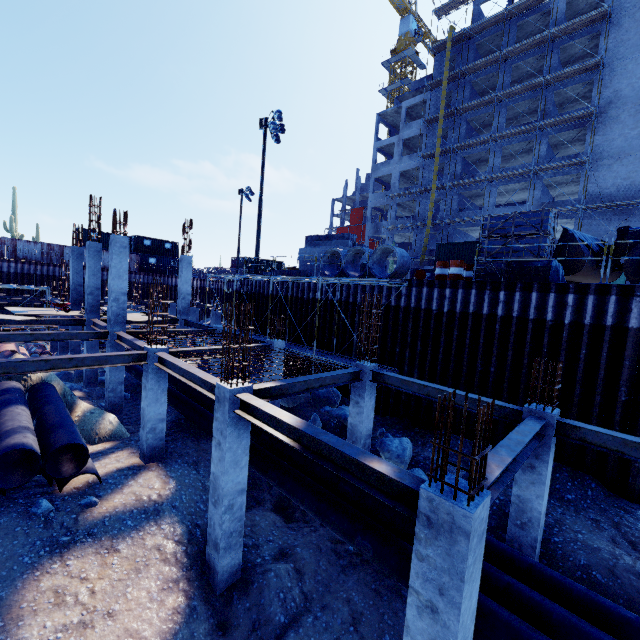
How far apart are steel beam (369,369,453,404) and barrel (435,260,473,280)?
5.8 meters

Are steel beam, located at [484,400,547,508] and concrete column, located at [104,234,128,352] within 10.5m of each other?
no

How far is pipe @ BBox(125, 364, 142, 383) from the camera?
17.39m

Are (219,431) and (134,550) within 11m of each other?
yes

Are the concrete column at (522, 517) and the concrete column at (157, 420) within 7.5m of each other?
no

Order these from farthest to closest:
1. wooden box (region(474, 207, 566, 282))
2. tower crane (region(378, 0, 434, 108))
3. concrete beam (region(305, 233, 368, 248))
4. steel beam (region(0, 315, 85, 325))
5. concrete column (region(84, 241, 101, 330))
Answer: tower crane (region(378, 0, 434, 108))
concrete beam (region(305, 233, 368, 248))
concrete column (region(84, 241, 101, 330))
steel beam (region(0, 315, 85, 325))
wooden box (region(474, 207, 566, 282))

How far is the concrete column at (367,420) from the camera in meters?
10.5 m

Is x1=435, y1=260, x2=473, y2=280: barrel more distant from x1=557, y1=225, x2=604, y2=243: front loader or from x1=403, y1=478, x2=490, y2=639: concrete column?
x1=403, y1=478, x2=490, y2=639: concrete column
